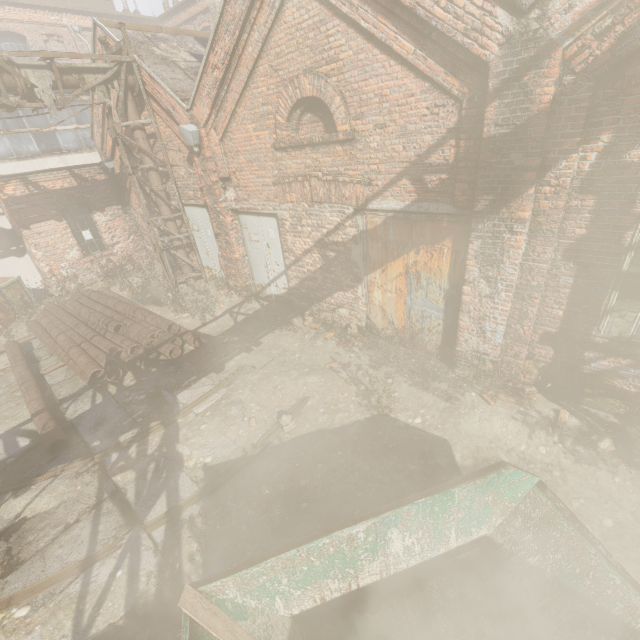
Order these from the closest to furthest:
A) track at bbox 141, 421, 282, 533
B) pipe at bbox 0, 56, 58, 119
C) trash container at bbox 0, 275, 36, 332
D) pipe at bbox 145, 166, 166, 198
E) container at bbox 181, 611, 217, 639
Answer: container at bbox 181, 611, 217, 639, track at bbox 141, 421, 282, 533, pipe at bbox 0, 56, 58, 119, pipe at bbox 145, 166, 166, 198, trash container at bbox 0, 275, 36, 332

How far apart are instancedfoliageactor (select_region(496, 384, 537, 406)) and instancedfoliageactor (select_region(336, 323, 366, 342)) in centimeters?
250cm

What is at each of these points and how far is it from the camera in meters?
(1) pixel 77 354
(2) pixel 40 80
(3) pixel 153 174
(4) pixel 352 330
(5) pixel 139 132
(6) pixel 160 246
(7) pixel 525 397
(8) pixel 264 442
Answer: (1) pipe, 7.3
(2) pipe, 7.0
(3) pipe, 9.3
(4) instancedfoliageactor, 7.2
(5) pipe, 8.8
(6) scaffolding, 10.1
(7) instancedfoliageactor, 5.1
(8) track, 5.3

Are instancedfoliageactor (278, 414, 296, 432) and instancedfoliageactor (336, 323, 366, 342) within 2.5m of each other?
yes

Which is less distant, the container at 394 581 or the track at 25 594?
the container at 394 581

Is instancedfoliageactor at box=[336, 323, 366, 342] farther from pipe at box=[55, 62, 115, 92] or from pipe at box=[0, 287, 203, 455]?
pipe at box=[55, 62, 115, 92]

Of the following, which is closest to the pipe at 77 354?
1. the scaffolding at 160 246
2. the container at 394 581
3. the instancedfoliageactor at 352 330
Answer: the scaffolding at 160 246

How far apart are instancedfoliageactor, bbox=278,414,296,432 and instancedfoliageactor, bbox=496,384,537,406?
3.4m
